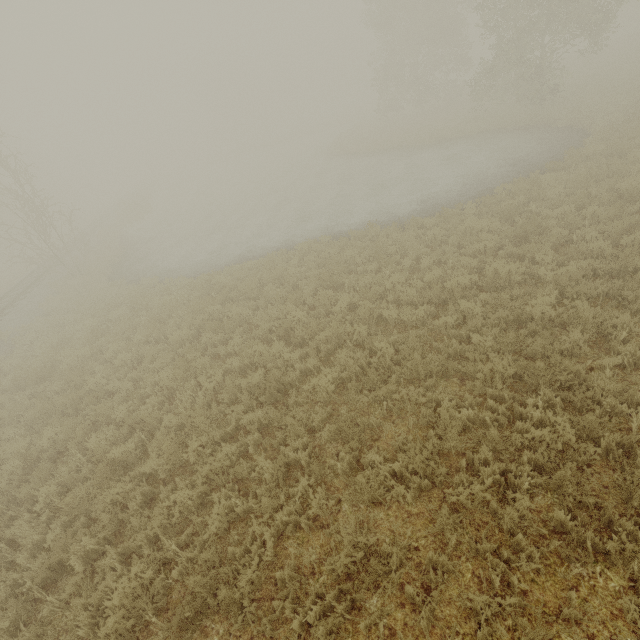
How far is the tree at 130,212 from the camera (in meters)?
32.09

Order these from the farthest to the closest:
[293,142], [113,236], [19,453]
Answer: [293,142]
[113,236]
[19,453]

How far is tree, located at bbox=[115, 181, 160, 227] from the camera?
32.1 meters
